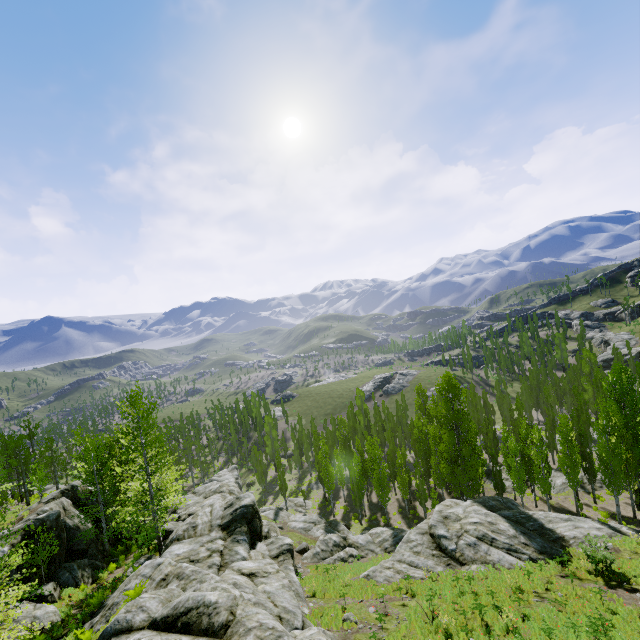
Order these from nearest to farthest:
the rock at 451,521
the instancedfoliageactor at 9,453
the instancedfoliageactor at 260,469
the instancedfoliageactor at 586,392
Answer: the rock at 451,521, the instancedfoliageactor at 9,453, the instancedfoliageactor at 586,392, the instancedfoliageactor at 260,469

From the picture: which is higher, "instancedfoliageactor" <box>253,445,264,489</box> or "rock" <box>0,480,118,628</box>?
"rock" <box>0,480,118,628</box>

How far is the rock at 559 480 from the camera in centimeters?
3803cm

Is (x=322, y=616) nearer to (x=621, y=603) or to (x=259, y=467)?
(x=621, y=603)

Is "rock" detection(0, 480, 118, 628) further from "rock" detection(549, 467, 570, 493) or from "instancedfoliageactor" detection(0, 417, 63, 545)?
"rock" detection(549, 467, 570, 493)

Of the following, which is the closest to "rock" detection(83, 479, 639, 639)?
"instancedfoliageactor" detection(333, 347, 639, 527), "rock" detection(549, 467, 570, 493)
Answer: "instancedfoliageactor" detection(333, 347, 639, 527)
